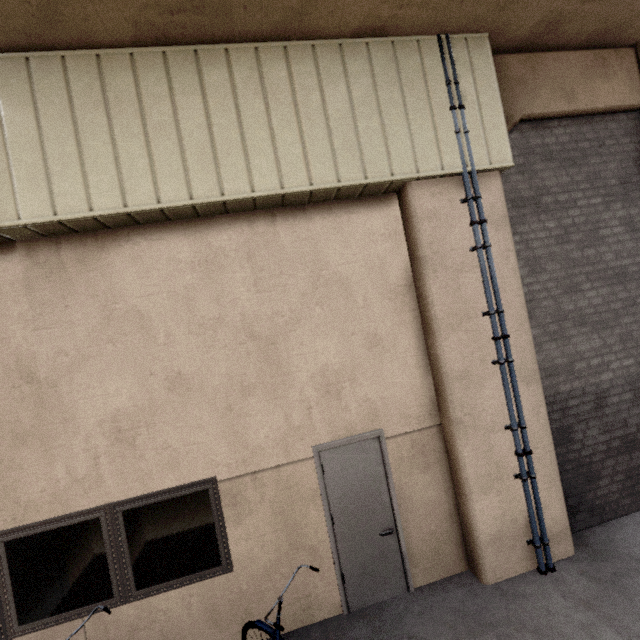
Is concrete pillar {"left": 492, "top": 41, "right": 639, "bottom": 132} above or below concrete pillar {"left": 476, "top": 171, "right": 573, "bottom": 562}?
above

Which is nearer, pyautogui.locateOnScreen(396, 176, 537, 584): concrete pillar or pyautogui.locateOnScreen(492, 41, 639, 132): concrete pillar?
pyautogui.locateOnScreen(396, 176, 537, 584): concrete pillar

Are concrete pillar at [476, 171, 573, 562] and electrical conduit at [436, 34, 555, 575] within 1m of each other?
yes

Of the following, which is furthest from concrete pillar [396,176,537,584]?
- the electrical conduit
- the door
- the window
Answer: the window

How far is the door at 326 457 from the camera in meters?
4.0 m

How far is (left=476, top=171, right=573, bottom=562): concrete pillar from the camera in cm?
421

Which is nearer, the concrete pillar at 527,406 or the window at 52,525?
the window at 52,525

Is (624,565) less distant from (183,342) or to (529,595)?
(529,595)
